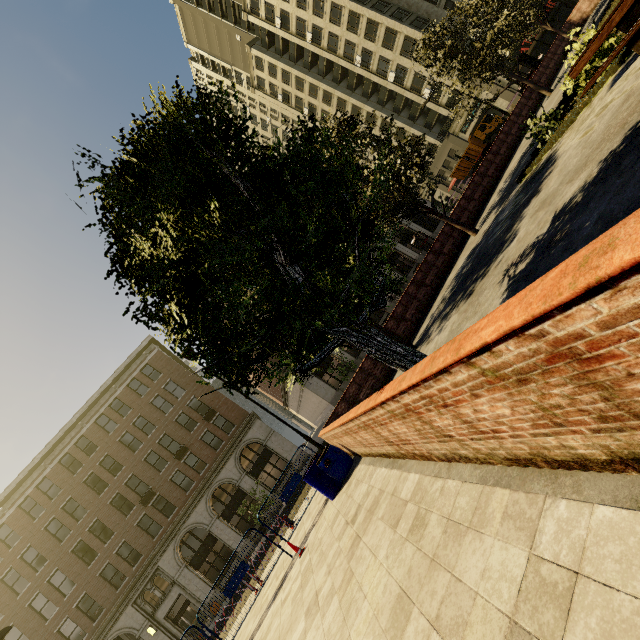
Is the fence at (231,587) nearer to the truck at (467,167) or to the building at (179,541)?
the building at (179,541)

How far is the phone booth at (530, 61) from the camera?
21.89m

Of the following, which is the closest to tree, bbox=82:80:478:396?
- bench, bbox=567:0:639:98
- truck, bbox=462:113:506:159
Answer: bench, bbox=567:0:639:98

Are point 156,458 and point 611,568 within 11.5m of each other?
no

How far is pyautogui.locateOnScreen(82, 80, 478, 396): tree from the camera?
3.4m

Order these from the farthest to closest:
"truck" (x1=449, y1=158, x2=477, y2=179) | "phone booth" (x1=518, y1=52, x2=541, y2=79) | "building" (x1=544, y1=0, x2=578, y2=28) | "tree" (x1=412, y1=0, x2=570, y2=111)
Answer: "truck" (x1=449, y1=158, x2=477, y2=179) < "building" (x1=544, y1=0, x2=578, y2=28) < "phone booth" (x1=518, y1=52, x2=541, y2=79) < "tree" (x1=412, y1=0, x2=570, y2=111)

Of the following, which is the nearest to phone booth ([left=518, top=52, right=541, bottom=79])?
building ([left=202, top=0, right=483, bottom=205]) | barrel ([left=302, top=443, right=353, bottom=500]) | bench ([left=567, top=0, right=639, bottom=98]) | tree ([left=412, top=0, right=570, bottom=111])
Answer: tree ([left=412, top=0, right=570, bottom=111])

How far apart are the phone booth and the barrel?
28.0 meters
